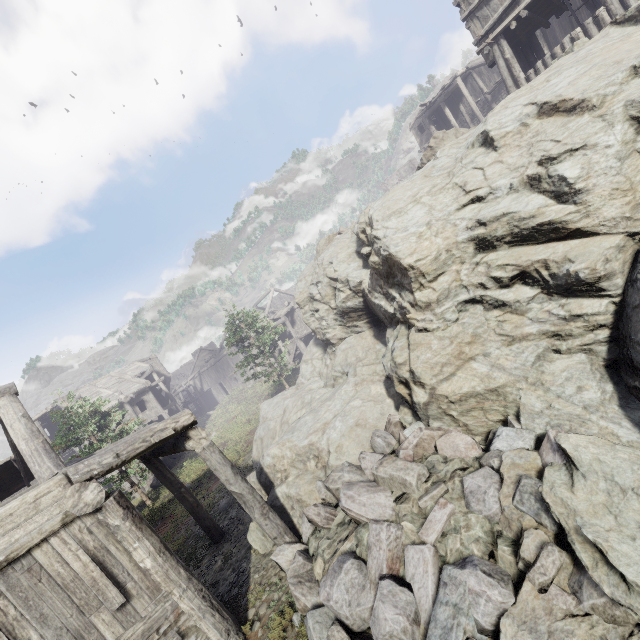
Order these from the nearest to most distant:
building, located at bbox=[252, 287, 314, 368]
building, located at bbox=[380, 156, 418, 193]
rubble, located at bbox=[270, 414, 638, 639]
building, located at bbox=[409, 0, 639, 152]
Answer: rubble, located at bbox=[270, 414, 638, 639] < building, located at bbox=[409, 0, 639, 152] < building, located at bbox=[252, 287, 314, 368] < building, located at bbox=[380, 156, 418, 193]

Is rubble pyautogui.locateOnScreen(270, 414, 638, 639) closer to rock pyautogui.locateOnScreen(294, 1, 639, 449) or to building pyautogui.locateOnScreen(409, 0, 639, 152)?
rock pyautogui.locateOnScreen(294, 1, 639, 449)

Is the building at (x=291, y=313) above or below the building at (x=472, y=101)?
below

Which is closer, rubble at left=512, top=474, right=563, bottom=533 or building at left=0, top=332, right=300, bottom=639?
rubble at left=512, top=474, right=563, bottom=533

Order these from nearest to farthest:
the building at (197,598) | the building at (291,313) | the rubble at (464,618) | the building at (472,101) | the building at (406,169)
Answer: the rubble at (464,618) → the building at (197,598) → the building at (472,101) → the building at (291,313) → the building at (406,169)

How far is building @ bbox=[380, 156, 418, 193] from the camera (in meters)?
46.12

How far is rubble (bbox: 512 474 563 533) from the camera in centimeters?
424cm

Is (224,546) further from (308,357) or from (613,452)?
(613,452)
